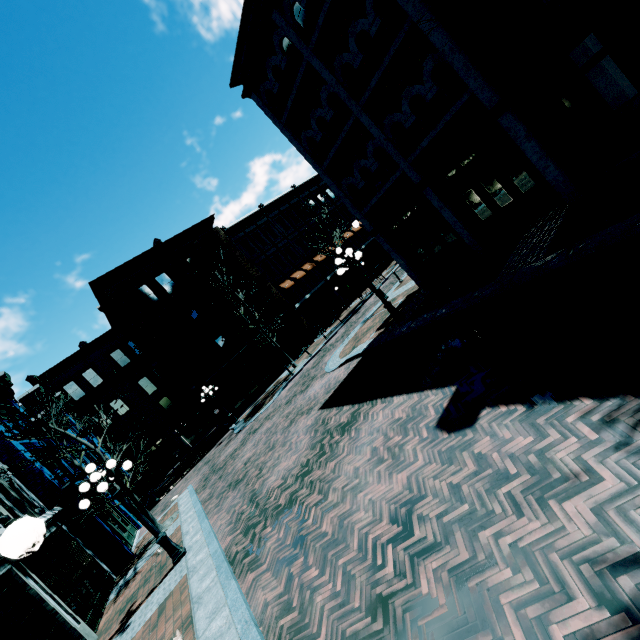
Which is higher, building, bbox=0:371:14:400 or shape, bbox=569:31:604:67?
building, bbox=0:371:14:400

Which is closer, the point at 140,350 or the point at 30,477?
the point at 30,477

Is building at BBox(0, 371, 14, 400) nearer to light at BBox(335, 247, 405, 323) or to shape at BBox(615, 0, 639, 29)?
light at BBox(335, 247, 405, 323)

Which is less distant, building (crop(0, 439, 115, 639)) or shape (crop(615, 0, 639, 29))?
building (crop(0, 439, 115, 639))

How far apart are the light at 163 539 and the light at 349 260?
8.9m

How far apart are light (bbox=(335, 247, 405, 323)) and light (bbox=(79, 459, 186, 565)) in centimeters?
889cm

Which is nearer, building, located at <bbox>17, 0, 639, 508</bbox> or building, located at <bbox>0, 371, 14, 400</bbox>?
building, located at <bbox>17, 0, 639, 508</bbox>

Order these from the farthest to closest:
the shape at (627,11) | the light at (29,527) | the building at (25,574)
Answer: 1. the shape at (627,11)
2. the building at (25,574)
3. the light at (29,527)
